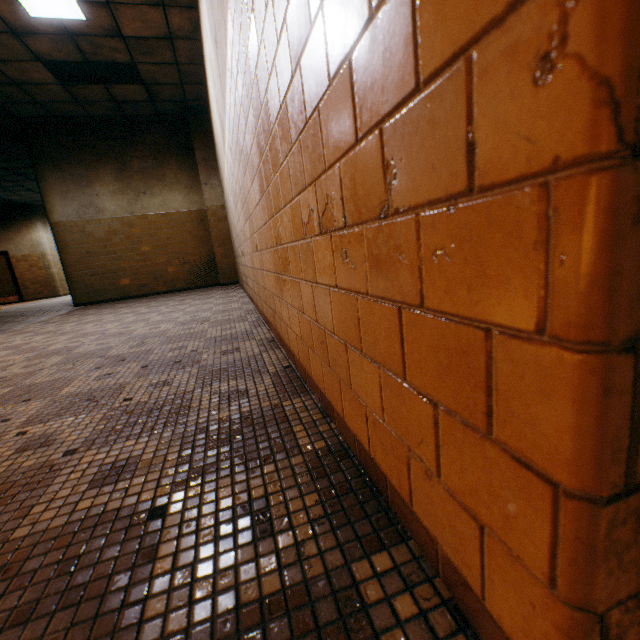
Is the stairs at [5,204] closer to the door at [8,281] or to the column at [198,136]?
the door at [8,281]

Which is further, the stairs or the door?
the door

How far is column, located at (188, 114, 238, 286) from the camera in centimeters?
748cm

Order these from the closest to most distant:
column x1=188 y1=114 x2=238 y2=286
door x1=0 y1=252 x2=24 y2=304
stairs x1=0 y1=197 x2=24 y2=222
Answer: column x1=188 y1=114 x2=238 y2=286, stairs x1=0 y1=197 x2=24 y2=222, door x1=0 y1=252 x2=24 y2=304

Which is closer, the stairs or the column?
the column

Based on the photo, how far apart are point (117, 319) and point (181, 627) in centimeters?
501cm

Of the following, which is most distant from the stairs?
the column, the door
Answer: the column
